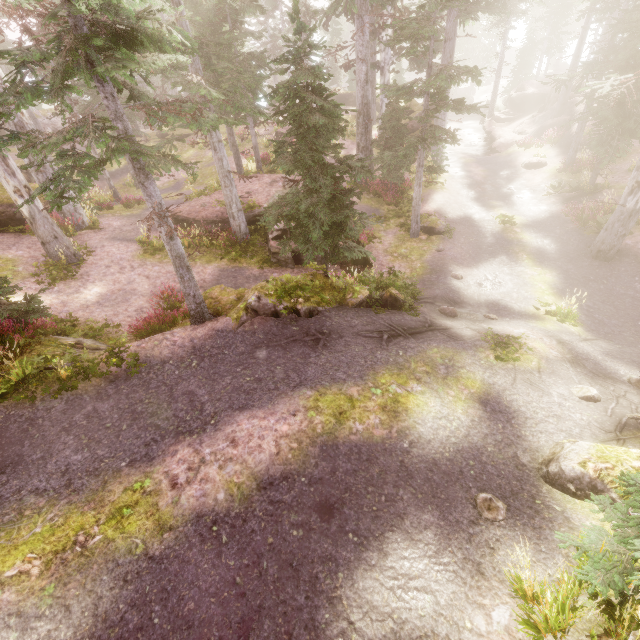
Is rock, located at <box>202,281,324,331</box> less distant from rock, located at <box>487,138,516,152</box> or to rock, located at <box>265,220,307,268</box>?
rock, located at <box>265,220,307,268</box>

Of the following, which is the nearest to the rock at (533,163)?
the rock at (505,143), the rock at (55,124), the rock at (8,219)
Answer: the rock at (505,143)

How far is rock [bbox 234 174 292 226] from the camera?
16.36m

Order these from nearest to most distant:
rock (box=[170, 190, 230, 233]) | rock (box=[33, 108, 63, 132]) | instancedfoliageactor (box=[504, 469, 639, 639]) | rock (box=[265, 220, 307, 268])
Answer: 1. instancedfoliageactor (box=[504, 469, 639, 639])
2. rock (box=[265, 220, 307, 268])
3. rock (box=[170, 190, 230, 233])
4. rock (box=[33, 108, 63, 132])

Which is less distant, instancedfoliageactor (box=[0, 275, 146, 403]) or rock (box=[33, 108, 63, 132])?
instancedfoliageactor (box=[0, 275, 146, 403])

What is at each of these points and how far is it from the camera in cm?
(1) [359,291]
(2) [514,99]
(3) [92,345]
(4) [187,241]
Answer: (1) rock, 1016
(2) rock, 3466
(3) rock, 838
(4) instancedfoliageactor, 1523

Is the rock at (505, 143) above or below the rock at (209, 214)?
below

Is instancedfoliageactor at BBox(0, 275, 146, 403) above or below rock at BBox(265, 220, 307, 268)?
above
